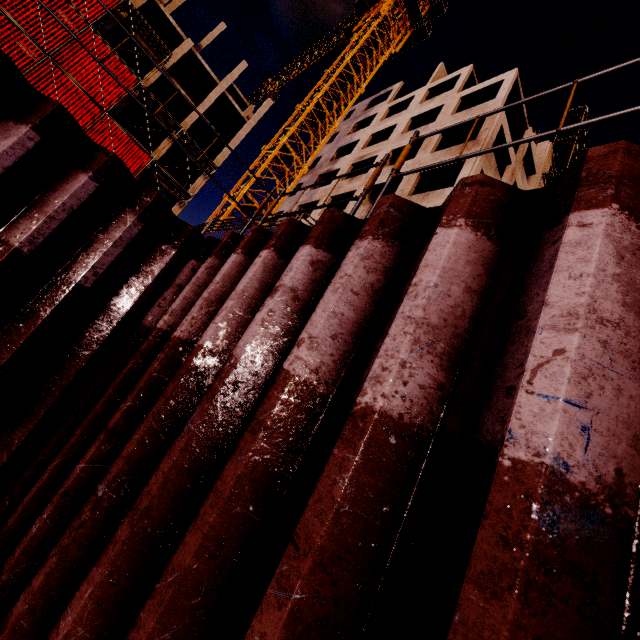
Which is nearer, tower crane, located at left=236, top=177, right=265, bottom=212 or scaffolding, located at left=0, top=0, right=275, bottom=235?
scaffolding, located at left=0, top=0, right=275, bottom=235

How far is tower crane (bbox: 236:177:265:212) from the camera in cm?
2015

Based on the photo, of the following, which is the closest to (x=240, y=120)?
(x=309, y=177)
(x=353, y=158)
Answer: (x=309, y=177)

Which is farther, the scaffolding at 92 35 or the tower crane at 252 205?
the tower crane at 252 205

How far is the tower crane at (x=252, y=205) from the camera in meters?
20.1 m

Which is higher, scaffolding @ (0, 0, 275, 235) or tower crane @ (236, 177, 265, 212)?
scaffolding @ (0, 0, 275, 235)
